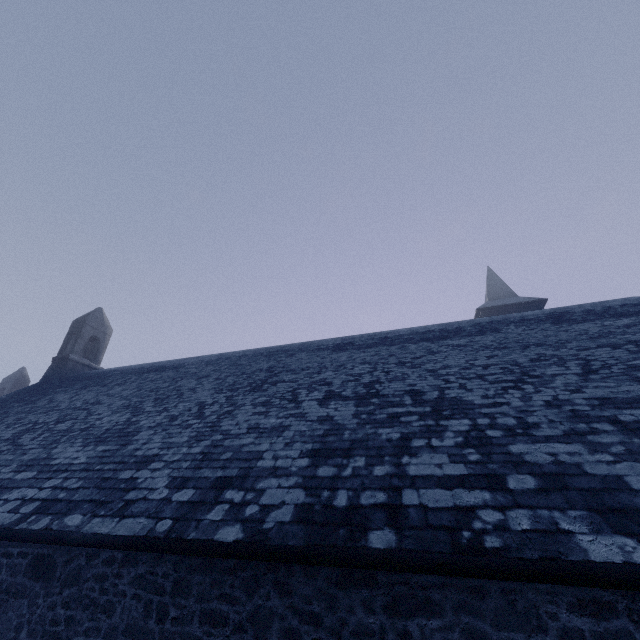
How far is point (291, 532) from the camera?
4.1m
